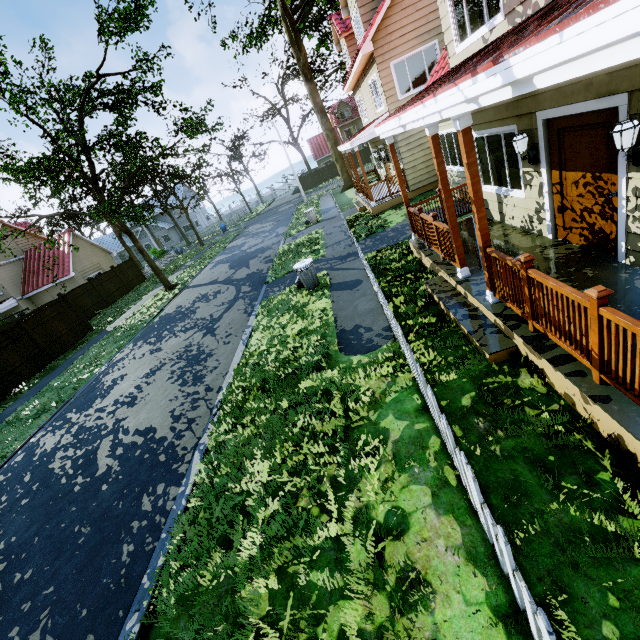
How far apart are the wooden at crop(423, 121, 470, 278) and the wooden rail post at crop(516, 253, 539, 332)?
2.1m

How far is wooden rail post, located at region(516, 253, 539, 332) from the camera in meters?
3.8

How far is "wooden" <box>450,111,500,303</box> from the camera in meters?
4.1 m

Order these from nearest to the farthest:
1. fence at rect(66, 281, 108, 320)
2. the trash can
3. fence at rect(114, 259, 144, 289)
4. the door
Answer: the door
the trash can
fence at rect(66, 281, 108, 320)
fence at rect(114, 259, 144, 289)

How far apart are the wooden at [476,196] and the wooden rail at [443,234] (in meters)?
2.25

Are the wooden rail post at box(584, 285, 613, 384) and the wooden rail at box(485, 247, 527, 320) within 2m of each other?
yes

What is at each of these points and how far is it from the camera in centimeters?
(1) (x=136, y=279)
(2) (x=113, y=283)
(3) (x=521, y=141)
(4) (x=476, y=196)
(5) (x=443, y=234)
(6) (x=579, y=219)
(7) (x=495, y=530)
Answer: (1) fence, 2927cm
(2) fence, 2638cm
(3) outdoor light, 557cm
(4) wooden, 443cm
(5) wooden rail, 661cm
(6) door, 538cm
(7) fence, 230cm

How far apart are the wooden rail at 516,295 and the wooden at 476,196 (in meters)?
0.01
